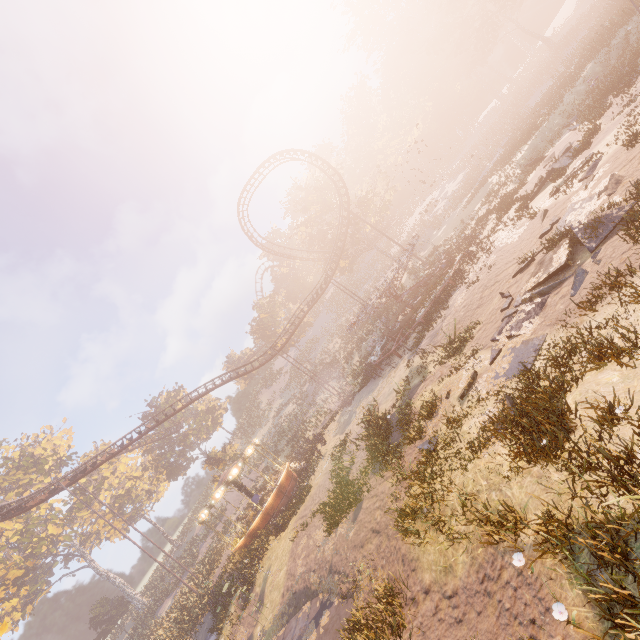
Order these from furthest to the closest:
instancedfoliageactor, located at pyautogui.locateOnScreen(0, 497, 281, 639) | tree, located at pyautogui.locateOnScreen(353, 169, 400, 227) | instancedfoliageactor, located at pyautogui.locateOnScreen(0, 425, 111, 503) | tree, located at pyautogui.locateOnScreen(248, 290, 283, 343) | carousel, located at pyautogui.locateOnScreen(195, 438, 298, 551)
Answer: tree, located at pyautogui.locateOnScreen(248, 290, 283, 343)
instancedfoliageactor, located at pyautogui.locateOnScreen(0, 425, 111, 503)
tree, located at pyautogui.locateOnScreen(353, 169, 400, 227)
carousel, located at pyautogui.locateOnScreen(195, 438, 298, 551)
instancedfoliageactor, located at pyautogui.locateOnScreen(0, 497, 281, 639)

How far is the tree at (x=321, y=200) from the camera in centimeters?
4453cm

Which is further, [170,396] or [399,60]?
[399,60]

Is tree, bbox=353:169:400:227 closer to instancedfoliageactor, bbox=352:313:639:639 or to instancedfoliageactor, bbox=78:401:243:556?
instancedfoliageactor, bbox=78:401:243:556

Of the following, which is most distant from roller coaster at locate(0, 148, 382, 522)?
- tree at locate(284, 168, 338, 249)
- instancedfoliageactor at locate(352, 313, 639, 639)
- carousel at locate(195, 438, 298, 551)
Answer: instancedfoliageactor at locate(352, 313, 639, 639)

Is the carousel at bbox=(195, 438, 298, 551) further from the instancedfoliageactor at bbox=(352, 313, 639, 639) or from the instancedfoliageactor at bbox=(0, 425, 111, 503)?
the instancedfoliageactor at bbox=(352, 313, 639, 639)

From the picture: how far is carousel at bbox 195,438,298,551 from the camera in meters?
24.6
